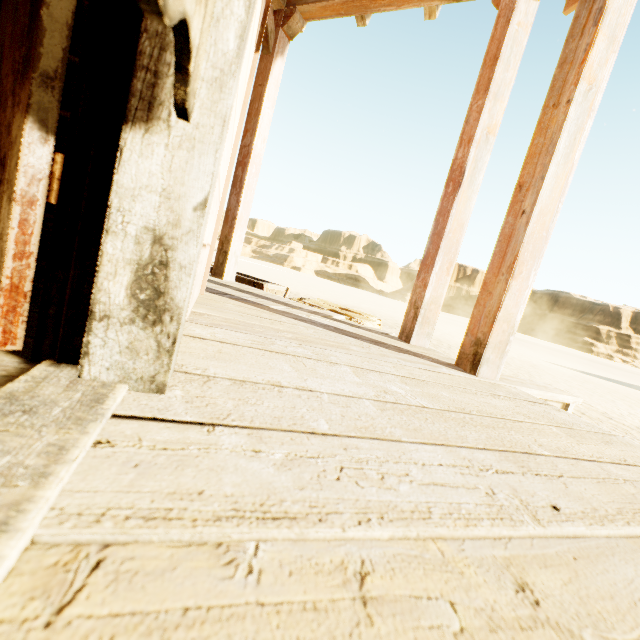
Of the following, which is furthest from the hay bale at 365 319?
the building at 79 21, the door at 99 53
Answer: the door at 99 53

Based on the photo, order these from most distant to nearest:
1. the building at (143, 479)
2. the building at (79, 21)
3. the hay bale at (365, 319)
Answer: the hay bale at (365, 319) < the building at (79, 21) < the building at (143, 479)

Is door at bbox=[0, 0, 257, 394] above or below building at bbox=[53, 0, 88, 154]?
below

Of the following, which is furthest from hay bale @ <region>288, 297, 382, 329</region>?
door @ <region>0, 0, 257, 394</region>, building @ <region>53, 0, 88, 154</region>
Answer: door @ <region>0, 0, 257, 394</region>

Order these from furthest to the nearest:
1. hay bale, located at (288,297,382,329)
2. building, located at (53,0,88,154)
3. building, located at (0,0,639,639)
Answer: hay bale, located at (288,297,382,329), building, located at (53,0,88,154), building, located at (0,0,639,639)

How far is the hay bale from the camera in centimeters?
316cm

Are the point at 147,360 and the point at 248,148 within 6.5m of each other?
yes
